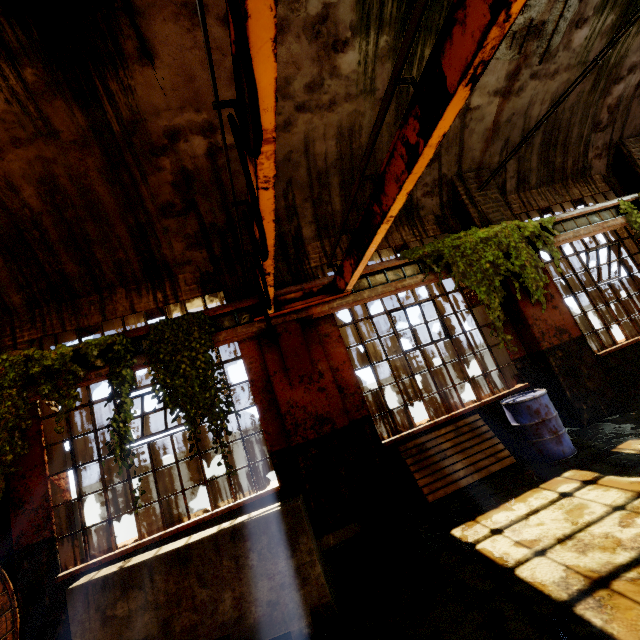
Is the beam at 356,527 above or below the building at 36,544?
below

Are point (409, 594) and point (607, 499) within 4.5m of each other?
yes

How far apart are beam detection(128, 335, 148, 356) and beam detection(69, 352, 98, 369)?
0.11m

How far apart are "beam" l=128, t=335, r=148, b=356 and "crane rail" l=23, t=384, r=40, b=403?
1.0 meters

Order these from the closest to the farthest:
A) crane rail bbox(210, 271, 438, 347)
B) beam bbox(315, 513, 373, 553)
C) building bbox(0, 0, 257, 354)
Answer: building bbox(0, 0, 257, 354)
beam bbox(315, 513, 373, 553)
crane rail bbox(210, 271, 438, 347)

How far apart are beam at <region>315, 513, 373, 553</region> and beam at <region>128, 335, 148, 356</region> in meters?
3.3 m

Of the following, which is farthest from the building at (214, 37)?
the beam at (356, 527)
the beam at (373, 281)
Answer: the beam at (373, 281)

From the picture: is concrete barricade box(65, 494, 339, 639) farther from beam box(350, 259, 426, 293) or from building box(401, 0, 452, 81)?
beam box(350, 259, 426, 293)
